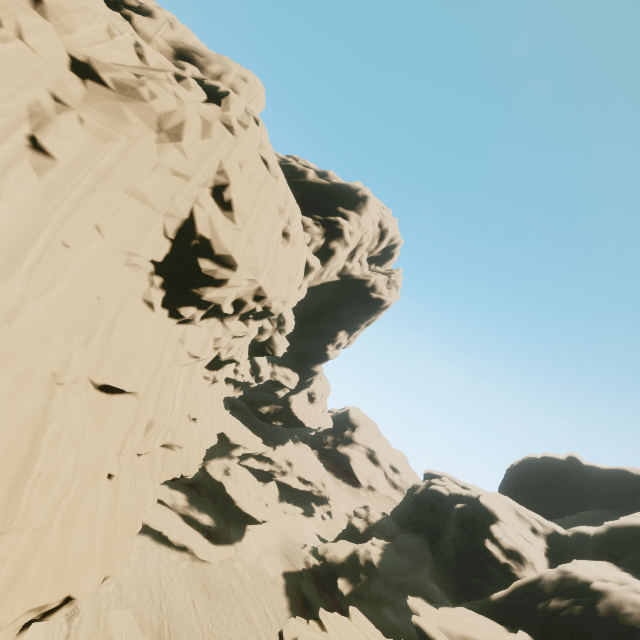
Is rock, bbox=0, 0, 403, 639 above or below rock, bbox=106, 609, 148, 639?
above

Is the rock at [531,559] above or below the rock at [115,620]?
above

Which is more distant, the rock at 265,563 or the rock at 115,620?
the rock at 265,563

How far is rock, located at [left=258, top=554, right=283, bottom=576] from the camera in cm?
3400

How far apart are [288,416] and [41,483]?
49.06m

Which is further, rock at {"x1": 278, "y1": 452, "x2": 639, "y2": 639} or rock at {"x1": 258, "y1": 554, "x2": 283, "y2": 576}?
rock at {"x1": 258, "y1": 554, "x2": 283, "y2": 576}
